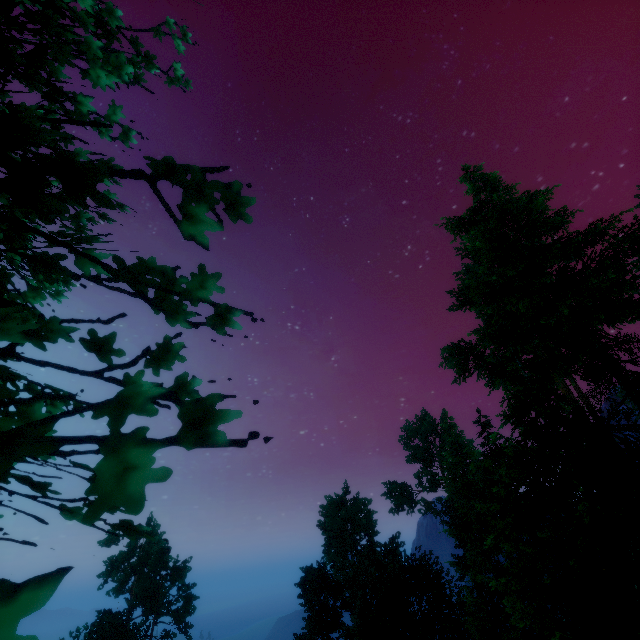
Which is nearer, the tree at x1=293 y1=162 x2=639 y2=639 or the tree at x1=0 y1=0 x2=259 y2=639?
the tree at x1=0 y1=0 x2=259 y2=639

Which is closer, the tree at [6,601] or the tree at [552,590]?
the tree at [6,601]

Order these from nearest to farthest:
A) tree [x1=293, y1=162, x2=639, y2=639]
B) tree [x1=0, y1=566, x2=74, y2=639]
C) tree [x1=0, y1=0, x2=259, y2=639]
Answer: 1. tree [x1=0, y1=566, x2=74, y2=639]
2. tree [x1=0, y1=0, x2=259, y2=639]
3. tree [x1=293, y1=162, x2=639, y2=639]

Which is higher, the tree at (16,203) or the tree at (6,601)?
the tree at (16,203)

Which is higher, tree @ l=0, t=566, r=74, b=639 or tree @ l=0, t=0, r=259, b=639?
tree @ l=0, t=0, r=259, b=639

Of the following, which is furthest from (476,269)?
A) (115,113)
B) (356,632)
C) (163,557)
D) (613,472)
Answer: (163,557)
